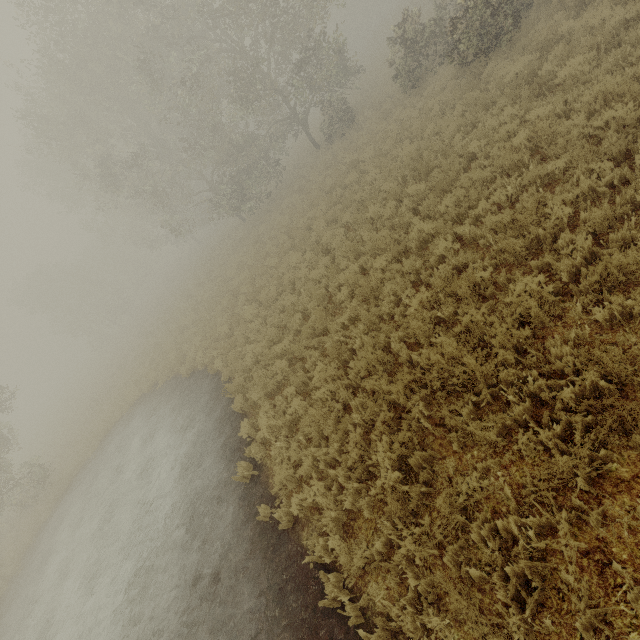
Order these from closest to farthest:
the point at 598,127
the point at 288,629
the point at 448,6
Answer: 1. the point at 288,629
2. the point at 598,127
3. the point at 448,6
